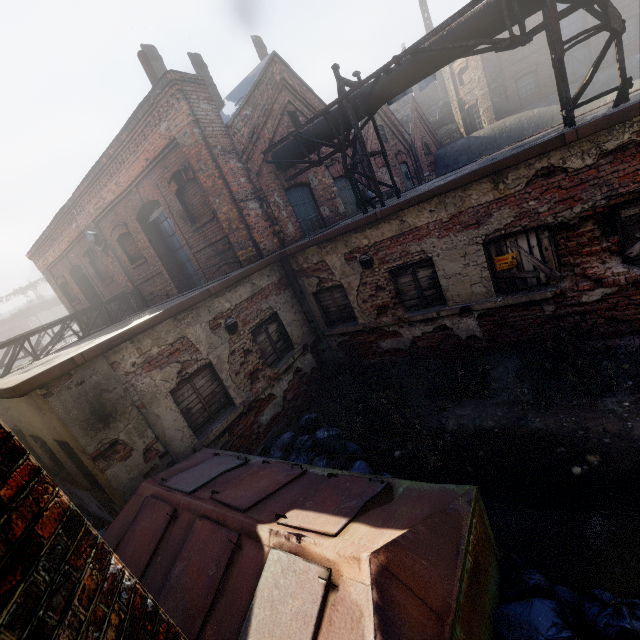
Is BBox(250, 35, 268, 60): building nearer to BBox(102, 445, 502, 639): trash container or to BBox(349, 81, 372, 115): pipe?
BBox(349, 81, 372, 115): pipe

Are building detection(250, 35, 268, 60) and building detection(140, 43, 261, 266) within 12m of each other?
yes

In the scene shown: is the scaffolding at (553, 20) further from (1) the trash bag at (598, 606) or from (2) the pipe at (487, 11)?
(1) the trash bag at (598, 606)

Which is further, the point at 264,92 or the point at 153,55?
the point at 153,55

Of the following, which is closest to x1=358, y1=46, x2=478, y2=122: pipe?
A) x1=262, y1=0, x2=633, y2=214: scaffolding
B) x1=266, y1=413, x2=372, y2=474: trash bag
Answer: x1=262, y1=0, x2=633, y2=214: scaffolding

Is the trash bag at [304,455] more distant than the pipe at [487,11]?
No

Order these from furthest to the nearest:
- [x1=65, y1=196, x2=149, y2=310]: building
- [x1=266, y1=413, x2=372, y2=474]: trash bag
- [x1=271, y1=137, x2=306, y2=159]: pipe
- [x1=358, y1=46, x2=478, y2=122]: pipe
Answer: [x1=65, y1=196, x2=149, y2=310]: building, [x1=271, y1=137, x2=306, y2=159]: pipe, [x1=358, y1=46, x2=478, y2=122]: pipe, [x1=266, y1=413, x2=372, y2=474]: trash bag

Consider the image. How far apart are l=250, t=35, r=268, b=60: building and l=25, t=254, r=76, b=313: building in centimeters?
1372cm
